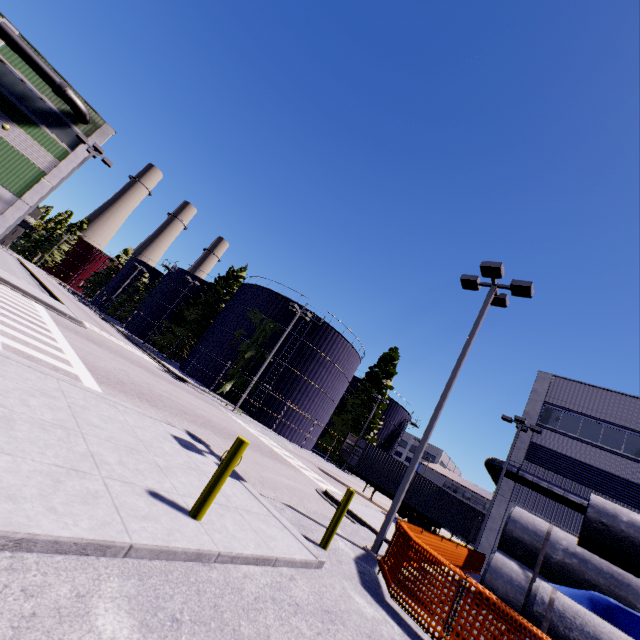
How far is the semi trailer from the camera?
24.9 meters

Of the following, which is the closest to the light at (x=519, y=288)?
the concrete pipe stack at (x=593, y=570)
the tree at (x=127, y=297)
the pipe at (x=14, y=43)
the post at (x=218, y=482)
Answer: the concrete pipe stack at (x=593, y=570)

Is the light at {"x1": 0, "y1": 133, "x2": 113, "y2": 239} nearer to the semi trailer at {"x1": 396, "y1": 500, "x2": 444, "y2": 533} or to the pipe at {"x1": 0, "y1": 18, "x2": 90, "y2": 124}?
the pipe at {"x1": 0, "y1": 18, "x2": 90, "y2": 124}

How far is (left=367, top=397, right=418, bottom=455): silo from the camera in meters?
47.5

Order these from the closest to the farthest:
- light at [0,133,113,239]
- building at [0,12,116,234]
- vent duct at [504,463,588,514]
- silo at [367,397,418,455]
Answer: vent duct at [504,463,588,514], light at [0,133,113,239], building at [0,12,116,234], silo at [367,397,418,455]

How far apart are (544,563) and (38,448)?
14.83m

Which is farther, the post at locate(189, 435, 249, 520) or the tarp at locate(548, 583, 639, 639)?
the tarp at locate(548, 583, 639, 639)

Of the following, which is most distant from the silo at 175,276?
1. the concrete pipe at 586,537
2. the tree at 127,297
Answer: the concrete pipe at 586,537
